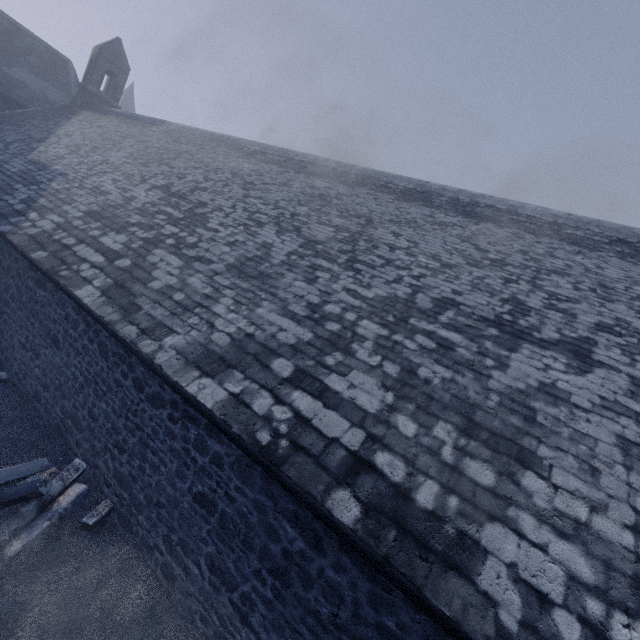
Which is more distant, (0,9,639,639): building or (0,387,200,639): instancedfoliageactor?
(0,387,200,639): instancedfoliageactor

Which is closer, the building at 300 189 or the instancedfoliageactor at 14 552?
the building at 300 189

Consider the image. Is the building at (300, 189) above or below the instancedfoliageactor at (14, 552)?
above

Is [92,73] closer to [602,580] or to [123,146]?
[123,146]

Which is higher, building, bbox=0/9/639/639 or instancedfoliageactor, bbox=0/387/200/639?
building, bbox=0/9/639/639
